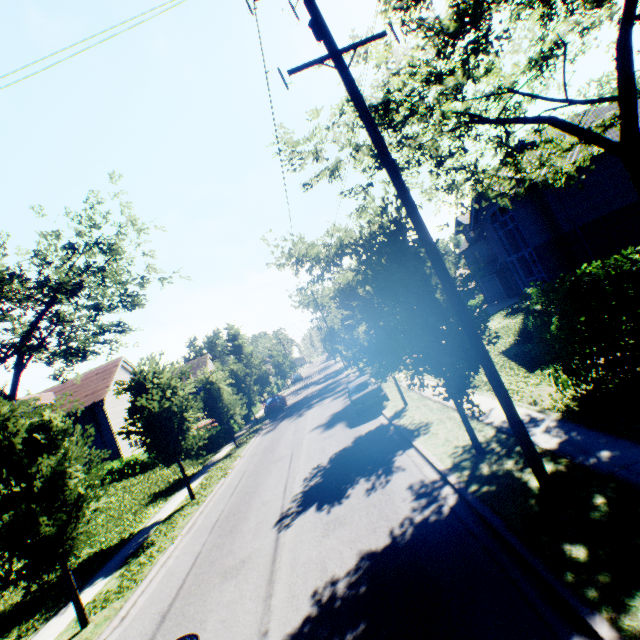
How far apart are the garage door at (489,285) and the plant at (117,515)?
35.7 meters

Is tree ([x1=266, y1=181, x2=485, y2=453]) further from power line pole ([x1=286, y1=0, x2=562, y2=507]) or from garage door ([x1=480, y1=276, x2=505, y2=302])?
garage door ([x1=480, y1=276, x2=505, y2=302])

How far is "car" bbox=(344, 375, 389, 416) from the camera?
16.44m

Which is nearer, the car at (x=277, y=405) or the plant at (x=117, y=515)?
the plant at (x=117, y=515)

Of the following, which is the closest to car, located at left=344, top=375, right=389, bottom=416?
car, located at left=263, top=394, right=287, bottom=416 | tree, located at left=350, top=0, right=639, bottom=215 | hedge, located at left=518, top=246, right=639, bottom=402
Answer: tree, located at left=350, top=0, right=639, bottom=215

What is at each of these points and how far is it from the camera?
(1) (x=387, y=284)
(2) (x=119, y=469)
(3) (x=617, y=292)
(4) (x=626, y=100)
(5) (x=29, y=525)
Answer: (1) tree, 7.91m
(2) hedge, 27.36m
(3) hedge, 7.43m
(4) tree, 9.01m
(5) tree, 8.13m

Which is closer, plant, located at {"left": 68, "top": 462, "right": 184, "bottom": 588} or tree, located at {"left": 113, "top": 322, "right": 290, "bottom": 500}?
plant, located at {"left": 68, "top": 462, "right": 184, "bottom": 588}

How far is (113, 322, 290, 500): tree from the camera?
14.48m
